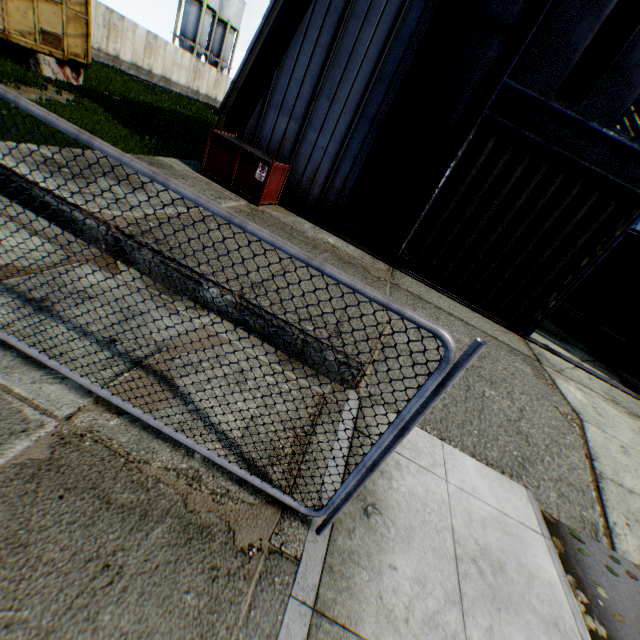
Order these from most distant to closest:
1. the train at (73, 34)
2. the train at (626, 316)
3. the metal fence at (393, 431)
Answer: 1. the train at (626, 316)
2. the train at (73, 34)
3. the metal fence at (393, 431)

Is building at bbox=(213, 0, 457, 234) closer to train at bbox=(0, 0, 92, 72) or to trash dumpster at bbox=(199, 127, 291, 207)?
trash dumpster at bbox=(199, 127, 291, 207)

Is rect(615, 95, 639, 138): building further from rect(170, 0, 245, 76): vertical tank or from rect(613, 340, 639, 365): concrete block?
rect(170, 0, 245, 76): vertical tank

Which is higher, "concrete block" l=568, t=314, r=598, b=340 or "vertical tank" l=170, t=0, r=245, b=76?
"vertical tank" l=170, t=0, r=245, b=76

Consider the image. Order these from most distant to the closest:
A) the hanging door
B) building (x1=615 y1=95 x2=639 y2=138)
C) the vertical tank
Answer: the vertical tank
building (x1=615 y1=95 x2=639 y2=138)
the hanging door

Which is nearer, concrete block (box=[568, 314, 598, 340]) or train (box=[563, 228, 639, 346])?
train (box=[563, 228, 639, 346])

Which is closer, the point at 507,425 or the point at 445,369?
the point at 445,369

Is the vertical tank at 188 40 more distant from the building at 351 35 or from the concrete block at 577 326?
the concrete block at 577 326
